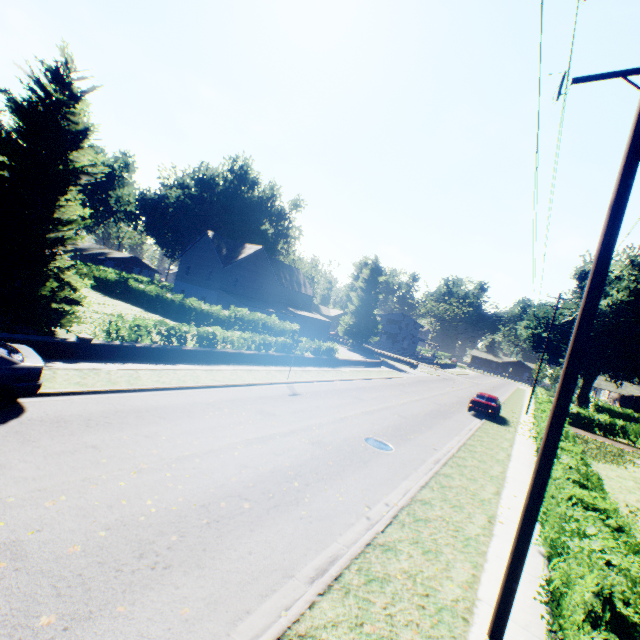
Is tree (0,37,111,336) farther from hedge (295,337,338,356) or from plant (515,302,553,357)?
plant (515,302,553,357)

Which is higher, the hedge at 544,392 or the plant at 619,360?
the plant at 619,360

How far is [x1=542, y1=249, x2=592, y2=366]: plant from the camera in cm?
4312

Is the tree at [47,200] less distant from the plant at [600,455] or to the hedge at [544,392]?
the hedge at [544,392]

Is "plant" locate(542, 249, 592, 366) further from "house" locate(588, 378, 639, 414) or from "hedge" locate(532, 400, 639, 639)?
"hedge" locate(532, 400, 639, 639)

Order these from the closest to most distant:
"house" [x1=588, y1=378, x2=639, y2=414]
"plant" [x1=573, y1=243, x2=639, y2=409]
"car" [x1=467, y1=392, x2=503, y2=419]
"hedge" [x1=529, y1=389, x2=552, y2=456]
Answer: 1. "hedge" [x1=529, y1=389, x2=552, y2=456]
2. "car" [x1=467, y1=392, x2=503, y2=419]
3. "plant" [x1=573, y1=243, x2=639, y2=409]
4. "house" [x1=588, y1=378, x2=639, y2=414]

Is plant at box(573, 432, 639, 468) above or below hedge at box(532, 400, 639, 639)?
below

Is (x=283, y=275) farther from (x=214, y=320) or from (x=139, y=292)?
(x=214, y=320)
